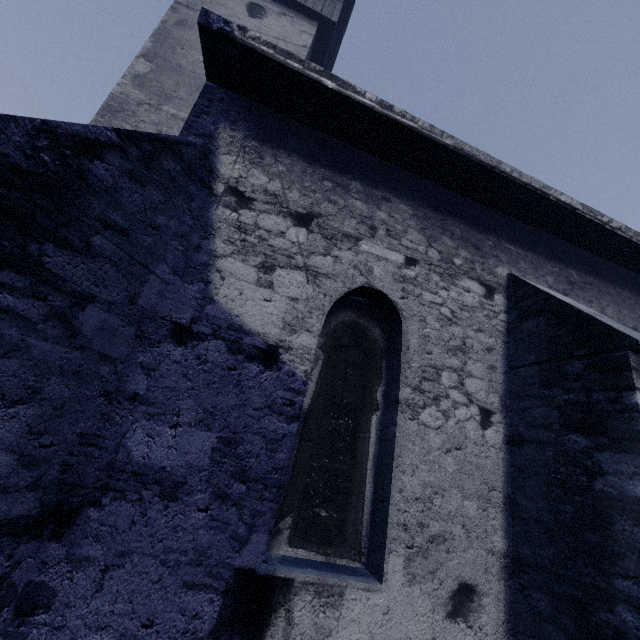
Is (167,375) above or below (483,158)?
below
